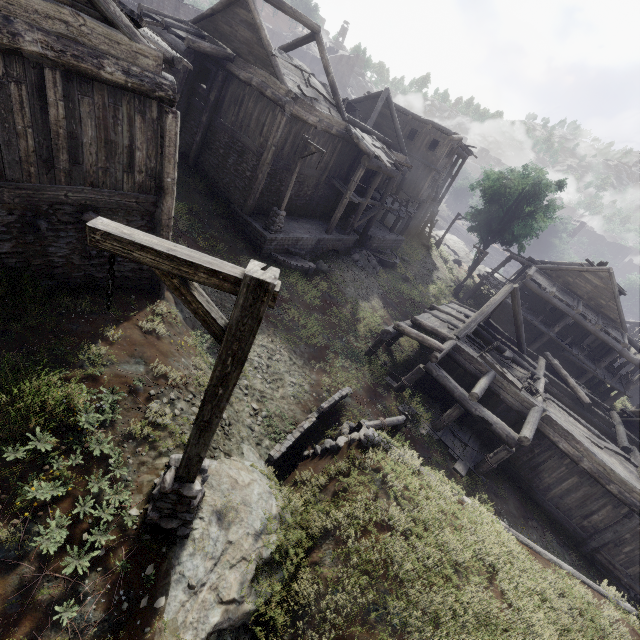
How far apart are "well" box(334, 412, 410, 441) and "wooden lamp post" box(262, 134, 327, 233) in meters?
10.1 m

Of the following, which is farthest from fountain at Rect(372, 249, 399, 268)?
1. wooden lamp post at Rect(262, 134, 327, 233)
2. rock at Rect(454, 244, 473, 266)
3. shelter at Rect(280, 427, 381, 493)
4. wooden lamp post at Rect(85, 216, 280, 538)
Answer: rock at Rect(454, 244, 473, 266)

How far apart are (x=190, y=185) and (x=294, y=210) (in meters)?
6.12

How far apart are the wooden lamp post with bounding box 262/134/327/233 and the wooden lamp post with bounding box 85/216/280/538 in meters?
13.0 m

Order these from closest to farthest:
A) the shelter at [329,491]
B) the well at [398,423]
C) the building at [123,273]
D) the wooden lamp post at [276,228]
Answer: the shelter at [329,491], the building at [123,273], the well at [398,423], the wooden lamp post at [276,228]

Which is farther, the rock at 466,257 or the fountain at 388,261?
the rock at 466,257

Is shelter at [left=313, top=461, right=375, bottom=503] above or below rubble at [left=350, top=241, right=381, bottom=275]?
above

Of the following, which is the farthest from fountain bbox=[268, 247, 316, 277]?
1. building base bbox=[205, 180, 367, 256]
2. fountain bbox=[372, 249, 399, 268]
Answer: fountain bbox=[372, 249, 399, 268]
